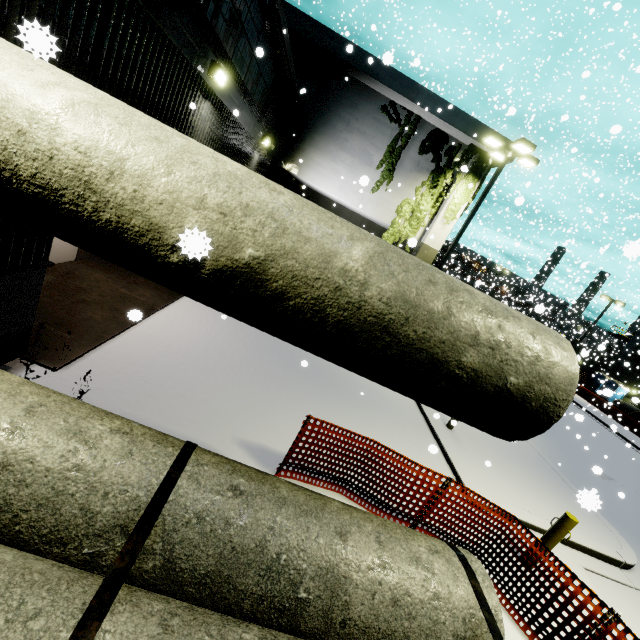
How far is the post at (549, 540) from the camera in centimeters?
553cm

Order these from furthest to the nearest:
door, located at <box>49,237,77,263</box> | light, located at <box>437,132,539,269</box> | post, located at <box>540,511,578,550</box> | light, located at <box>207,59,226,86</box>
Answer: light, located at <box>437,132,539,269</box>
door, located at <box>49,237,77,263</box>
light, located at <box>207,59,226,86</box>
post, located at <box>540,511,578,550</box>

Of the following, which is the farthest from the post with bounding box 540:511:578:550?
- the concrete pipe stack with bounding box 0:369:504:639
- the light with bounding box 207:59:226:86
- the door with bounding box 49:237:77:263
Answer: the door with bounding box 49:237:77:263

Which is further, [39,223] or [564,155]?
[564,155]

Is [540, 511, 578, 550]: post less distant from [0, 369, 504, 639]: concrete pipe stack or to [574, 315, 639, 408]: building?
[0, 369, 504, 639]: concrete pipe stack

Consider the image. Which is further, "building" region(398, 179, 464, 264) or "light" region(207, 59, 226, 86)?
"building" region(398, 179, 464, 264)

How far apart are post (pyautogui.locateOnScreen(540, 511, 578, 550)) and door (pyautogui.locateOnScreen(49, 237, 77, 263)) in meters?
11.4

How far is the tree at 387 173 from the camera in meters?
15.3
